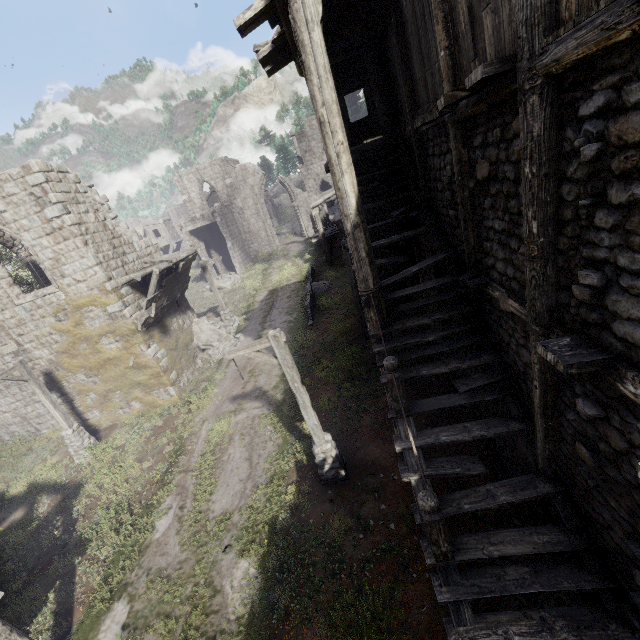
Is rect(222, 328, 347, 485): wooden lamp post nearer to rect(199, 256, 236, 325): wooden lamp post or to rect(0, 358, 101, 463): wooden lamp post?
rect(0, 358, 101, 463): wooden lamp post

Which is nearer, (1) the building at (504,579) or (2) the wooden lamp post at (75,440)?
Answer: (1) the building at (504,579)

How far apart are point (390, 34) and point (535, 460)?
9.77m

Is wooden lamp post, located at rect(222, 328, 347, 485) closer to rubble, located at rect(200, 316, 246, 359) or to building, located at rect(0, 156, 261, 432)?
building, located at rect(0, 156, 261, 432)

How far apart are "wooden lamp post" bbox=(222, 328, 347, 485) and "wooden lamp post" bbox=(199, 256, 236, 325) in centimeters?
1315cm

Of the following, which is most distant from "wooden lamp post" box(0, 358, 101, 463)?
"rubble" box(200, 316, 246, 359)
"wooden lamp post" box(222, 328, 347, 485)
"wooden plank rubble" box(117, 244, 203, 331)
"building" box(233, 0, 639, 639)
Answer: "wooden lamp post" box(222, 328, 347, 485)

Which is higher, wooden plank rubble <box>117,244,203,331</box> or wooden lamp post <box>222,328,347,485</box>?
wooden plank rubble <box>117,244,203,331</box>

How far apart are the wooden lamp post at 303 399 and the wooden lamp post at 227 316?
13.1 meters
